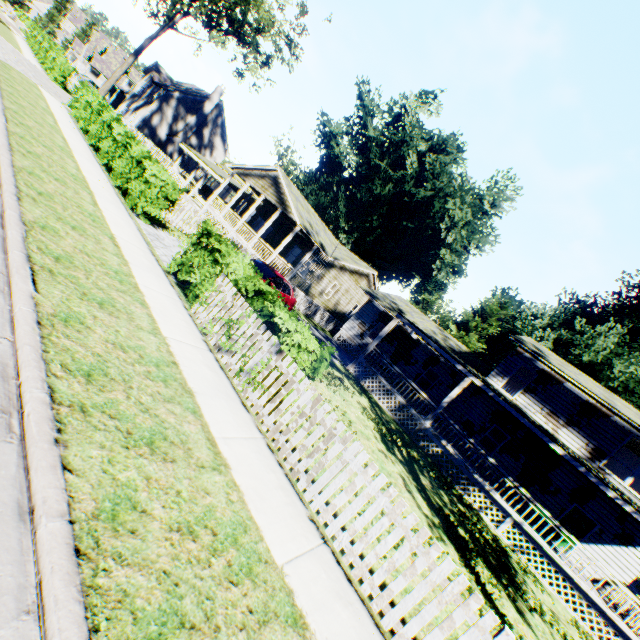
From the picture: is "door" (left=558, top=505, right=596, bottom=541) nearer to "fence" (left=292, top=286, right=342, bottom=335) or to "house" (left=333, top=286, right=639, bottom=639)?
"house" (left=333, top=286, right=639, bottom=639)

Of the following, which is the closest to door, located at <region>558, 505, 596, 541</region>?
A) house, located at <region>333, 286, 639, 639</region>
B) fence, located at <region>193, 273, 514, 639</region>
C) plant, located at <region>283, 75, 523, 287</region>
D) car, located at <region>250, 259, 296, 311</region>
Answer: house, located at <region>333, 286, 639, 639</region>

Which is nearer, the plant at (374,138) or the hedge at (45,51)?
the hedge at (45,51)

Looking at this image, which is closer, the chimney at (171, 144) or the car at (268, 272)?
the car at (268, 272)

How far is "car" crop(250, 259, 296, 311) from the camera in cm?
1395

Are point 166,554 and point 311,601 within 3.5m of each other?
yes

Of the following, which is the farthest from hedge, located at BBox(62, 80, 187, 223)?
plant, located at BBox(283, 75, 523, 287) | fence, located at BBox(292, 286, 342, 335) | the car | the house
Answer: plant, located at BBox(283, 75, 523, 287)

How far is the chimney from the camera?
40.9 meters
